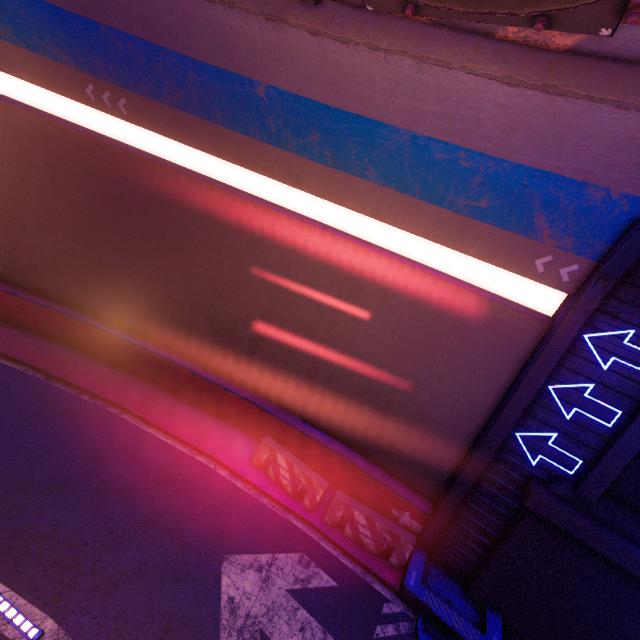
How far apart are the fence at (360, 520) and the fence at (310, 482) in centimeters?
22cm

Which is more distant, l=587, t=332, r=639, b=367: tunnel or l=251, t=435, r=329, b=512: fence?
l=251, t=435, r=329, b=512: fence

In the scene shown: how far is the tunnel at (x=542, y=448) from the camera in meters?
7.6

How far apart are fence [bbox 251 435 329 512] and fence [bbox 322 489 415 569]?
0.2m

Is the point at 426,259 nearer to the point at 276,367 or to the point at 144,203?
the point at 276,367

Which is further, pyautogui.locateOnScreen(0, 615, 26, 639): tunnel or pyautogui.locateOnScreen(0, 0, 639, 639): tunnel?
pyautogui.locateOnScreen(0, 0, 639, 639): tunnel

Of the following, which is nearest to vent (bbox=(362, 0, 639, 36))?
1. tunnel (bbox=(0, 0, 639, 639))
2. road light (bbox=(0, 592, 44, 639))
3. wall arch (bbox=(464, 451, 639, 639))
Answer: tunnel (bbox=(0, 0, 639, 639))
